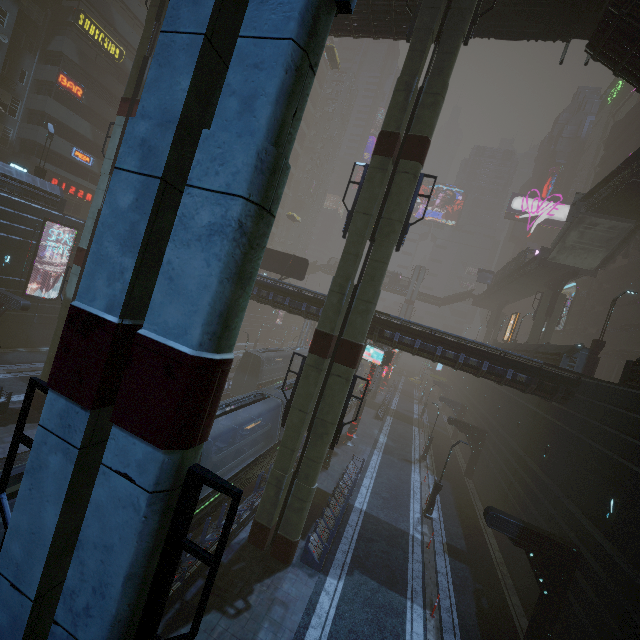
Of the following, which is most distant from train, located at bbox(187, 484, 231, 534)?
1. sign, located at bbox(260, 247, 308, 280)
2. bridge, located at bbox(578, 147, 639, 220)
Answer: bridge, located at bbox(578, 147, 639, 220)

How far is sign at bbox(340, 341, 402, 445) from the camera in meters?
28.6

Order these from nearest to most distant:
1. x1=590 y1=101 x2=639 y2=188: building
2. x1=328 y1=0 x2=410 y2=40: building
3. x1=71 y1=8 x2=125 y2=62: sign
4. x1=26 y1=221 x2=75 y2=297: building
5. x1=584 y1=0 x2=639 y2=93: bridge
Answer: x1=584 y1=0 x2=639 y2=93: bridge
x1=328 y1=0 x2=410 y2=40: building
x1=26 y1=221 x2=75 y2=297: building
x1=71 y1=8 x2=125 y2=62: sign
x1=590 y1=101 x2=639 y2=188: building

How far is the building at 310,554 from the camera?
14.3m

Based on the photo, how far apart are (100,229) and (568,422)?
22.0 meters

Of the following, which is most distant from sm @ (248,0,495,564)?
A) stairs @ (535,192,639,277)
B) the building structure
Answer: stairs @ (535,192,639,277)

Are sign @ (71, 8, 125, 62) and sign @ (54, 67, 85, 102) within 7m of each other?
yes

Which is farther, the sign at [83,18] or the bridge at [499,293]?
the bridge at [499,293]
